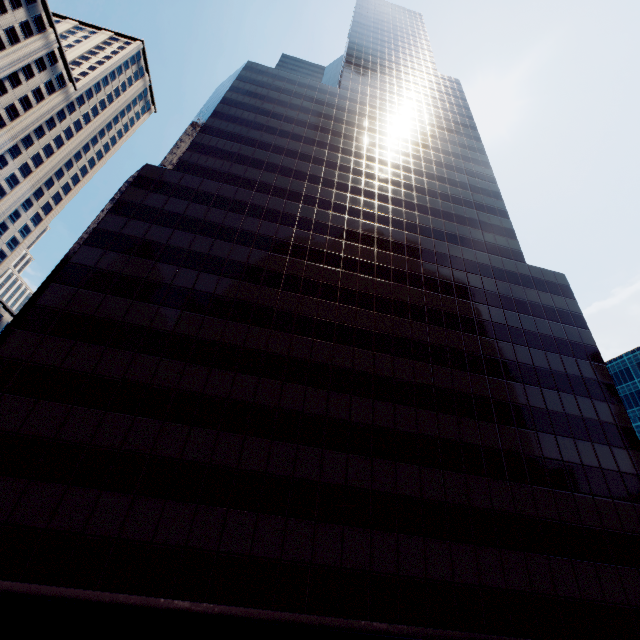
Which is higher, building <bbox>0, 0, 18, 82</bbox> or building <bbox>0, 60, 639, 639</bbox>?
building <bbox>0, 0, 18, 82</bbox>

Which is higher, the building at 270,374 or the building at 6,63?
the building at 6,63

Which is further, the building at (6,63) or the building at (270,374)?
the building at (6,63)

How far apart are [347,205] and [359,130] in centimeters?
1804cm

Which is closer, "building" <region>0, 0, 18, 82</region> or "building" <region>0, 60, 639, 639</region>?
"building" <region>0, 60, 639, 639</region>
